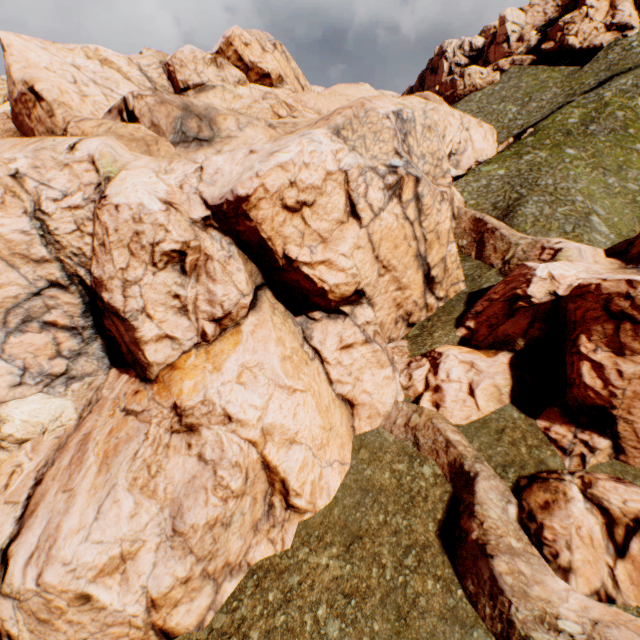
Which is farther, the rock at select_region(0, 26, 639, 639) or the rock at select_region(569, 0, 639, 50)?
the rock at select_region(569, 0, 639, 50)

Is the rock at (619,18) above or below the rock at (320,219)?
above

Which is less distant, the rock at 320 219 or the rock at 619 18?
the rock at 320 219

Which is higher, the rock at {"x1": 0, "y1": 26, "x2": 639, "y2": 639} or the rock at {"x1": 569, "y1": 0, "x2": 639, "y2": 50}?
the rock at {"x1": 569, "y1": 0, "x2": 639, "y2": 50}

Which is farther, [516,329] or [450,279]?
[450,279]
